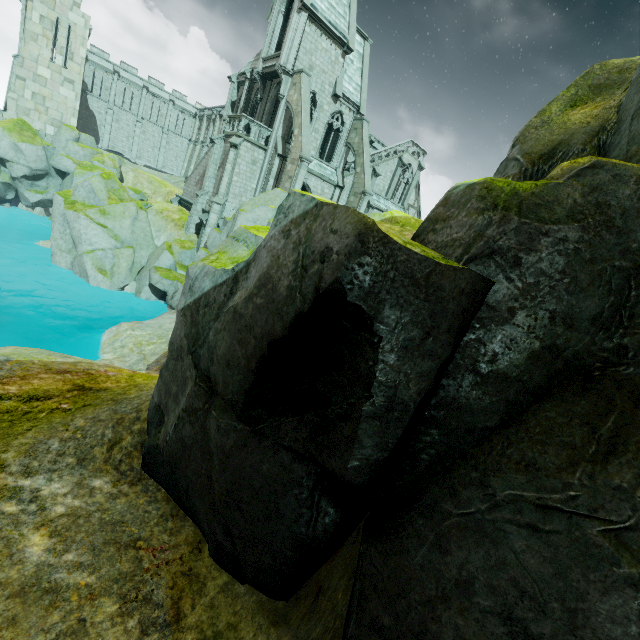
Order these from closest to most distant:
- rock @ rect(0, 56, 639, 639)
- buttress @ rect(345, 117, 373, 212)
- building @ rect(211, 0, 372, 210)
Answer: rock @ rect(0, 56, 639, 639) < building @ rect(211, 0, 372, 210) < buttress @ rect(345, 117, 373, 212)

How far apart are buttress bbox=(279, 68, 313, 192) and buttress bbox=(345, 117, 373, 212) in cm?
590

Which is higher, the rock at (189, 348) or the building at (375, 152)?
the building at (375, 152)

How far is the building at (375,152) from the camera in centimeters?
3378cm

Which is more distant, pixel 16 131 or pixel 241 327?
pixel 16 131

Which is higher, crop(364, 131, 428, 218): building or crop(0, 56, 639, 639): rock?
crop(364, 131, 428, 218): building

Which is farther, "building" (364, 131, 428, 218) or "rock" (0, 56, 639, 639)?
"building" (364, 131, 428, 218)

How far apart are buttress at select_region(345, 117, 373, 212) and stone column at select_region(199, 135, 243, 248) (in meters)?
9.69
